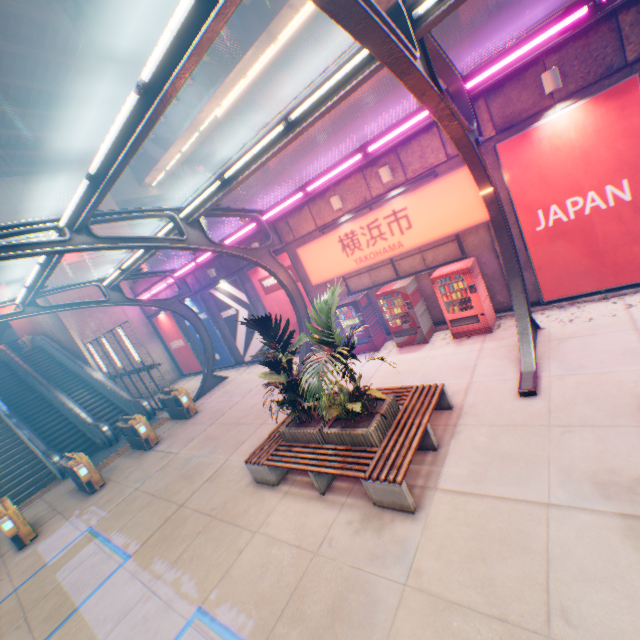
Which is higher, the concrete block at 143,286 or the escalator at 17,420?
the concrete block at 143,286

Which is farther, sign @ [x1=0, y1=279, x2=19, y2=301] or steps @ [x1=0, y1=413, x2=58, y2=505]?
sign @ [x1=0, y1=279, x2=19, y2=301]

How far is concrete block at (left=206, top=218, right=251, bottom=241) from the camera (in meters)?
13.84

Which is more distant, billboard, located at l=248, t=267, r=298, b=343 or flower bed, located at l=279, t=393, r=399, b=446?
billboard, located at l=248, t=267, r=298, b=343

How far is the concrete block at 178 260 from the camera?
16.6m

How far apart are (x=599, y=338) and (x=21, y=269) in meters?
26.6

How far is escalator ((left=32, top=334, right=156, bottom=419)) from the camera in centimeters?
1638cm

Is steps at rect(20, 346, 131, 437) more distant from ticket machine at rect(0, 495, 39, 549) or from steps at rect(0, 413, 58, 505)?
ticket machine at rect(0, 495, 39, 549)
